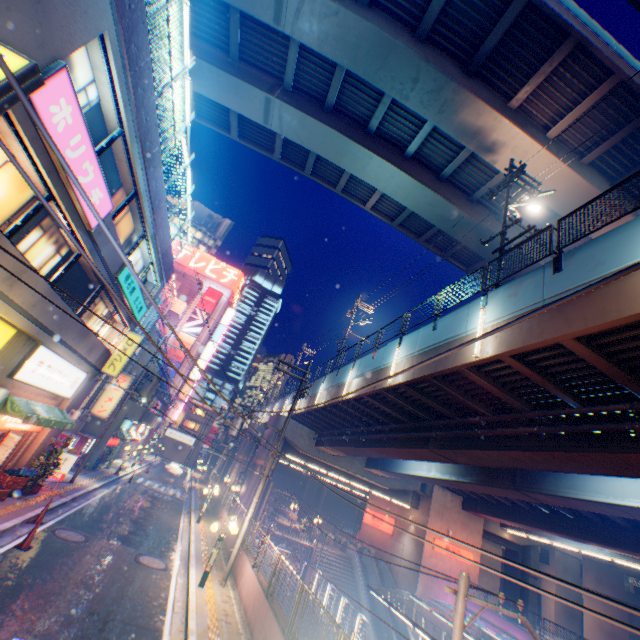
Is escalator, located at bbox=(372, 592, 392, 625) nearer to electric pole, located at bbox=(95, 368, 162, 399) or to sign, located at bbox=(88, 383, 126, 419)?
electric pole, located at bbox=(95, 368, 162, 399)

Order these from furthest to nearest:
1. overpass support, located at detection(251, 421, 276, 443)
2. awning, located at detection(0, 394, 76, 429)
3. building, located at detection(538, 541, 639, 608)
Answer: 1. building, located at detection(538, 541, 639, 608)
2. overpass support, located at detection(251, 421, 276, 443)
3. awning, located at detection(0, 394, 76, 429)

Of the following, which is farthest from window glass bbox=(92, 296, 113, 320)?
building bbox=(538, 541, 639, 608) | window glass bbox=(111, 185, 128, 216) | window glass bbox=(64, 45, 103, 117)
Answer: building bbox=(538, 541, 639, 608)

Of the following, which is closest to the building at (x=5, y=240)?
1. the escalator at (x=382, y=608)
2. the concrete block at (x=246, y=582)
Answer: the concrete block at (x=246, y=582)

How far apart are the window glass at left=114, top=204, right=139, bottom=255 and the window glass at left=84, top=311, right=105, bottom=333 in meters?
1.3

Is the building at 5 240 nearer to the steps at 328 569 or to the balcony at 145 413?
the balcony at 145 413

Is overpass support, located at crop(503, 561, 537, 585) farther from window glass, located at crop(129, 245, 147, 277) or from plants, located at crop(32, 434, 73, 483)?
plants, located at crop(32, 434, 73, 483)

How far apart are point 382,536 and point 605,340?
36.55m
